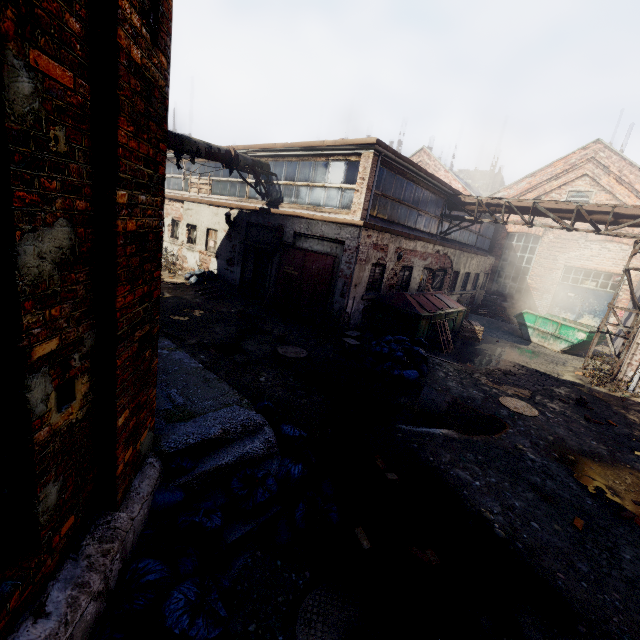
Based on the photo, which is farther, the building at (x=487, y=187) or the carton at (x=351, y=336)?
the building at (x=487, y=187)

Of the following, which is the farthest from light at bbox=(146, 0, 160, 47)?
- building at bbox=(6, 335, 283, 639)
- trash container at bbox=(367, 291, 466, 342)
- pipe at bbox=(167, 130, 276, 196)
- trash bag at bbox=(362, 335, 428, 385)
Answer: trash container at bbox=(367, 291, 466, 342)

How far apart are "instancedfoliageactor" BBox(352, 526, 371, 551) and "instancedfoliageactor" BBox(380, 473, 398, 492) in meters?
0.9

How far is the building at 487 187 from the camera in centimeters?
4744cm

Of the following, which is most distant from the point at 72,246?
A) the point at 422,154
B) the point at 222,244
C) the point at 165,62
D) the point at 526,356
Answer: the point at 422,154

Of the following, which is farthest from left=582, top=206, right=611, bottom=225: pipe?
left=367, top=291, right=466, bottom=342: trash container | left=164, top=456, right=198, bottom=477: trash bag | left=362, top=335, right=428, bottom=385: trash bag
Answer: left=164, top=456, right=198, bottom=477: trash bag

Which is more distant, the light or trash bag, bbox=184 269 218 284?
trash bag, bbox=184 269 218 284

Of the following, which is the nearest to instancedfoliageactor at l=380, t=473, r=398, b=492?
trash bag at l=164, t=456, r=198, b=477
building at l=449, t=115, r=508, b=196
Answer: trash bag at l=164, t=456, r=198, b=477
